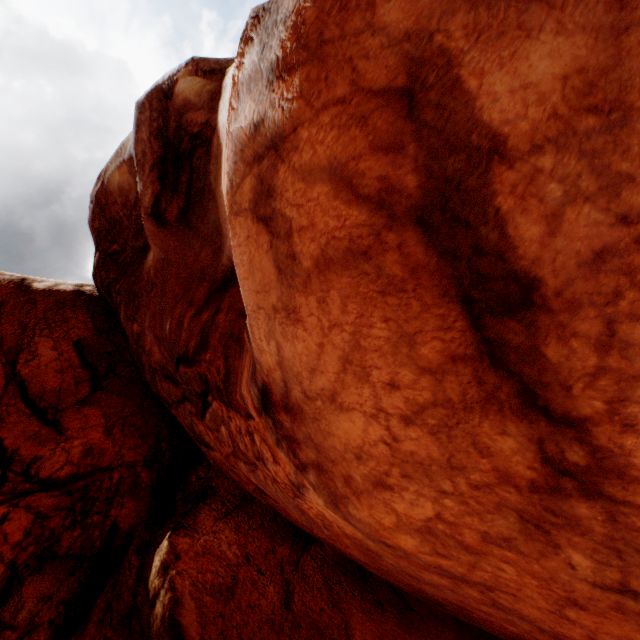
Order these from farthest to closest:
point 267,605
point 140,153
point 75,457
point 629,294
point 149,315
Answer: point 75,457
point 149,315
point 140,153
point 267,605
point 629,294
